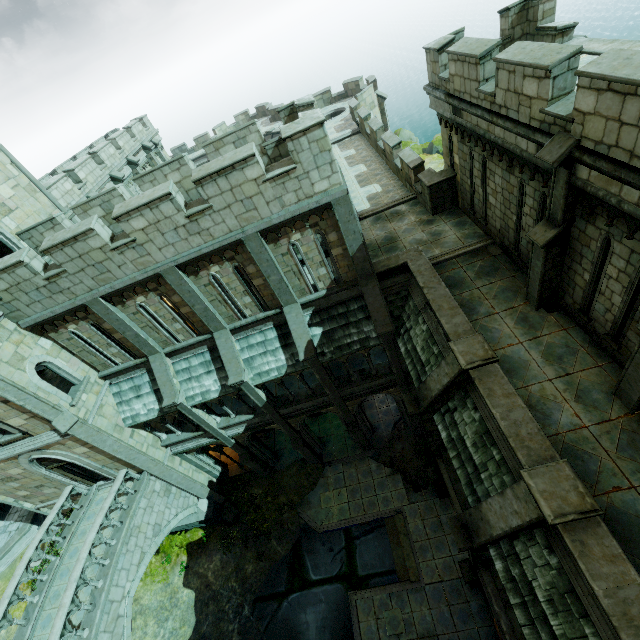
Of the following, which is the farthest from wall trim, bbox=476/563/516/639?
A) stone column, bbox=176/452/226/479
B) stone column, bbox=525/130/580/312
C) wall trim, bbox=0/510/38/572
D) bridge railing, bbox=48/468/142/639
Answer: wall trim, bbox=0/510/38/572

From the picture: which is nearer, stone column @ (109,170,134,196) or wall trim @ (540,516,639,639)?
wall trim @ (540,516,639,639)

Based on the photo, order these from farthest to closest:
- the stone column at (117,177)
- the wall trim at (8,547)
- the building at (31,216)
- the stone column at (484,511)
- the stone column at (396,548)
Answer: the wall trim at (8,547) < the stone column at (117,177) < the stone column at (396,548) < the building at (31,216) < the stone column at (484,511)

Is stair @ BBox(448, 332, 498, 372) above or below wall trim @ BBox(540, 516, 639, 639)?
above

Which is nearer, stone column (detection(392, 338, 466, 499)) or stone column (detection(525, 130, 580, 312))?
stone column (detection(525, 130, 580, 312))

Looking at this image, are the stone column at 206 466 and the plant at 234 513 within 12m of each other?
yes

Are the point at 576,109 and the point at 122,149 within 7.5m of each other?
no

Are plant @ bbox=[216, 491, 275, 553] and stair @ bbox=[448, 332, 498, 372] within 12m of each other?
no
